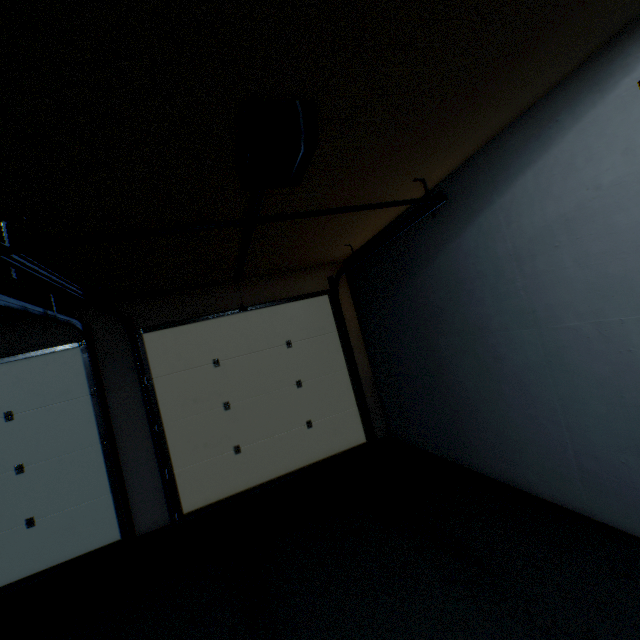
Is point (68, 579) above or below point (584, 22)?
below

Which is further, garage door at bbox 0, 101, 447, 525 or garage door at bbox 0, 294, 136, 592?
garage door at bbox 0, 294, 136, 592

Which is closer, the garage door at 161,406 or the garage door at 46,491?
the garage door at 161,406
